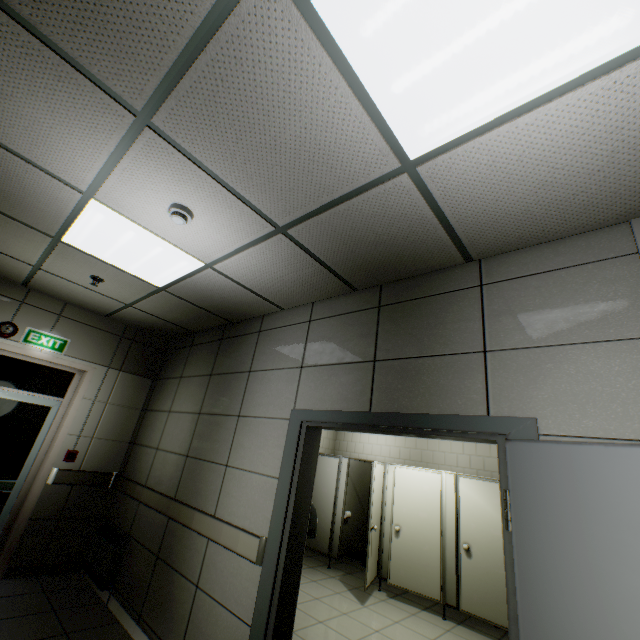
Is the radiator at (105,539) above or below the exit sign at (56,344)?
below

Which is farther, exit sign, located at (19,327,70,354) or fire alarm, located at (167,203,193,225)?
exit sign, located at (19,327,70,354)

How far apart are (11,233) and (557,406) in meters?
4.5 m

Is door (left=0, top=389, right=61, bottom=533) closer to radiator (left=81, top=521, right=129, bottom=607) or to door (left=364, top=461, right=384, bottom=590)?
radiator (left=81, top=521, right=129, bottom=607)

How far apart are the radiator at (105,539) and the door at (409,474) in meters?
3.3

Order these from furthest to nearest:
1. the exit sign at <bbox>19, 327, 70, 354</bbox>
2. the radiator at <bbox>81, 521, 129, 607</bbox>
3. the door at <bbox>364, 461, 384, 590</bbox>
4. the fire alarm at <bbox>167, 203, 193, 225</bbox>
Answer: the door at <bbox>364, 461, 384, 590</bbox> → the exit sign at <bbox>19, 327, 70, 354</bbox> → the radiator at <bbox>81, 521, 129, 607</bbox> → the fire alarm at <bbox>167, 203, 193, 225</bbox>

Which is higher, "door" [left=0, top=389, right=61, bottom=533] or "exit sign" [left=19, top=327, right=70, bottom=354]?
"exit sign" [left=19, top=327, right=70, bottom=354]

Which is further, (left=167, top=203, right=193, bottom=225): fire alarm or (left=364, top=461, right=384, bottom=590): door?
(left=364, top=461, right=384, bottom=590): door
